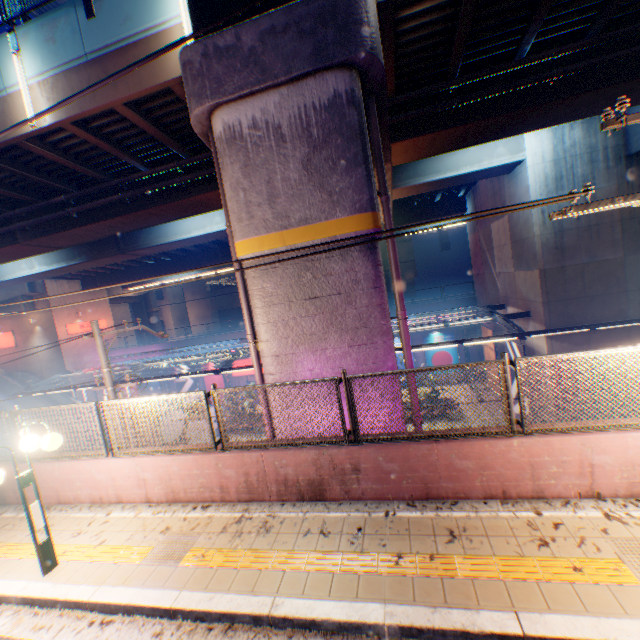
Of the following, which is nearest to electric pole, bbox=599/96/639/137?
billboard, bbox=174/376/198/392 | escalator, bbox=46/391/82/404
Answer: billboard, bbox=174/376/198/392

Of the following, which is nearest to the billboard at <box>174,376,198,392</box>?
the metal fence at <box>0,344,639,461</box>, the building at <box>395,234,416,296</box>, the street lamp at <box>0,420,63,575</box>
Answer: the metal fence at <box>0,344,639,461</box>

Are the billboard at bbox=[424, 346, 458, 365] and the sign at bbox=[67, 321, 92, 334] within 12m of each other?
no

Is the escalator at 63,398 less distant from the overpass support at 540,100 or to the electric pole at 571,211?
the overpass support at 540,100

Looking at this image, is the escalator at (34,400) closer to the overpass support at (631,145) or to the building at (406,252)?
the overpass support at (631,145)

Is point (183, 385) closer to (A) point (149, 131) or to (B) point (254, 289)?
(A) point (149, 131)

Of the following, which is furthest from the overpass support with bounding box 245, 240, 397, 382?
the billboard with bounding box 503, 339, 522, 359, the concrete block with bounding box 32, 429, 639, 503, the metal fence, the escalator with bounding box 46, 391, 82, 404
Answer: the billboard with bounding box 503, 339, 522, 359

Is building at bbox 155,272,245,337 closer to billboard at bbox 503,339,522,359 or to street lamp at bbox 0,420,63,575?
billboard at bbox 503,339,522,359
